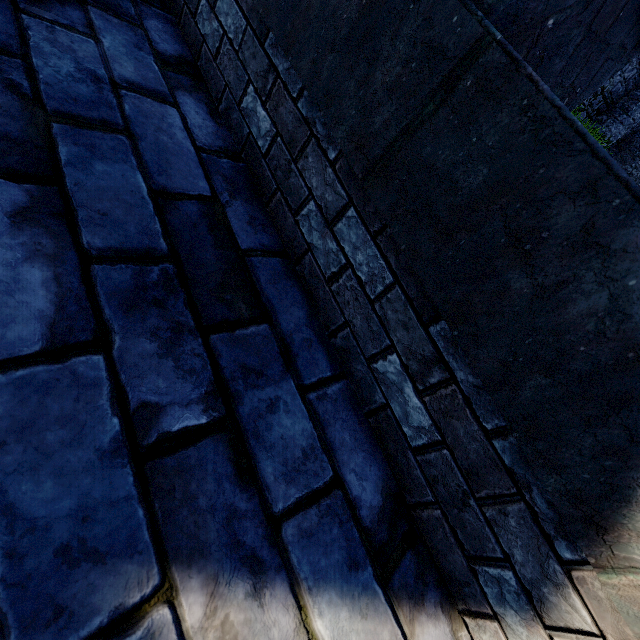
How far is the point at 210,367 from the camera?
1.1 meters
